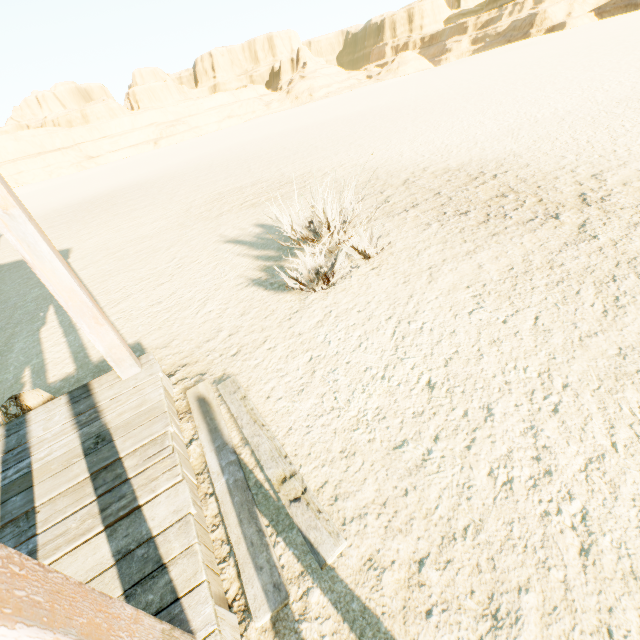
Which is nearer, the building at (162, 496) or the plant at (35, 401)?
A: the building at (162, 496)

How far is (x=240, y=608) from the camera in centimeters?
176cm

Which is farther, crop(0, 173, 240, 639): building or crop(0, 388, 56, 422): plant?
crop(0, 388, 56, 422): plant
